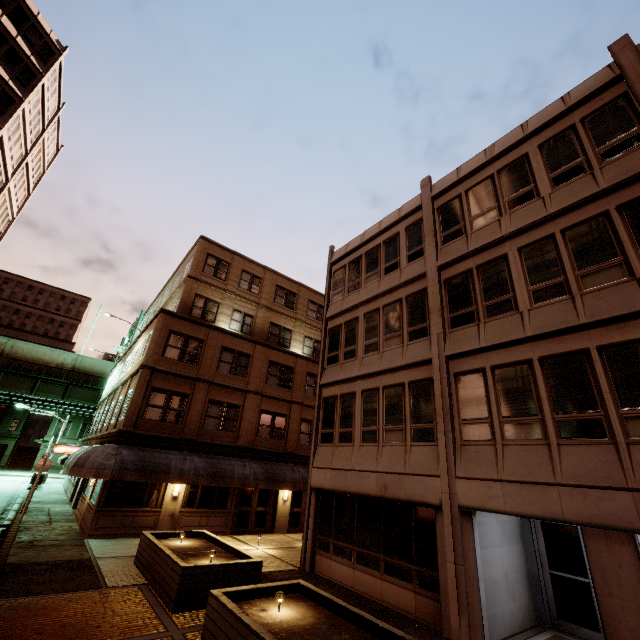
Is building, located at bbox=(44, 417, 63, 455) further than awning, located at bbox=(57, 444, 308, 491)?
Yes

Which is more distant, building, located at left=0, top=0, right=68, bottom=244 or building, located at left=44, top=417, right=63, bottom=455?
building, located at left=44, top=417, right=63, bottom=455

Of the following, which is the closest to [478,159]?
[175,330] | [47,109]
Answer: [175,330]

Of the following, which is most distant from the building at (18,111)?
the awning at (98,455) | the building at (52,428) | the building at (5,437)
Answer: the building at (52,428)

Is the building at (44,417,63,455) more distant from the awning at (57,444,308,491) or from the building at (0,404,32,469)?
the awning at (57,444,308,491)

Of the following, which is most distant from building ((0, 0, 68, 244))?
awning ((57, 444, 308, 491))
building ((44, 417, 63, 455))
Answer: building ((44, 417, 63, 455))

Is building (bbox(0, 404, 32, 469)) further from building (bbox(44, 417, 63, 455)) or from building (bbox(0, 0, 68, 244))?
building (bbox(0, 0, 68, 244))
